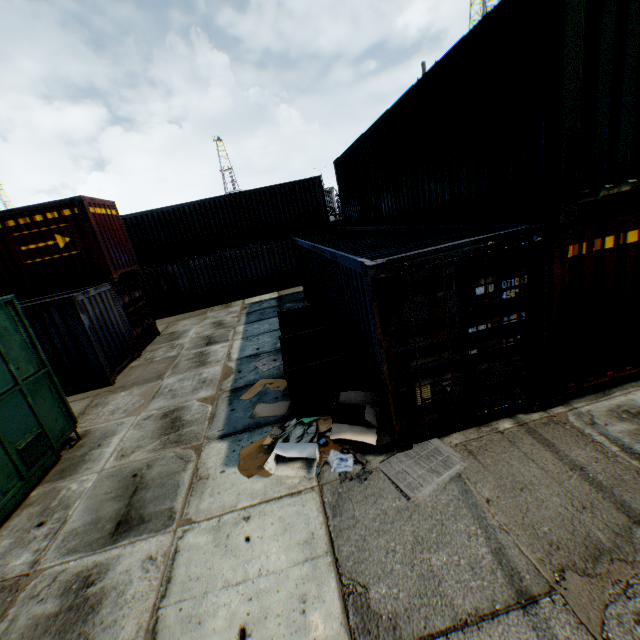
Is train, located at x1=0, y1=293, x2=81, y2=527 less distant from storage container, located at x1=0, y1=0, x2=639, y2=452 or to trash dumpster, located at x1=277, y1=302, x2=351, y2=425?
trash dumpster, located at x1=277, y1=302, x2=351, y2=425

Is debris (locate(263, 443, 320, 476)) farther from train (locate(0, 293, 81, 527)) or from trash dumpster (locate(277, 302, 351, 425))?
→ train (locate(0, 293, 81, 527))

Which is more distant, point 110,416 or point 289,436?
point 110,416

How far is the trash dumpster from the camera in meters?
6.0 m

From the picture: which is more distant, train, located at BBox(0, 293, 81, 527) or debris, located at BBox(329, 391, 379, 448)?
train, located at BBox(0, 293, 81, 527)

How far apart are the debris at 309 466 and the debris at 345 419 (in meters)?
0.31

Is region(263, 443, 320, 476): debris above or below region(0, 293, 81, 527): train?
below

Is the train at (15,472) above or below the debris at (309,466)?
above
